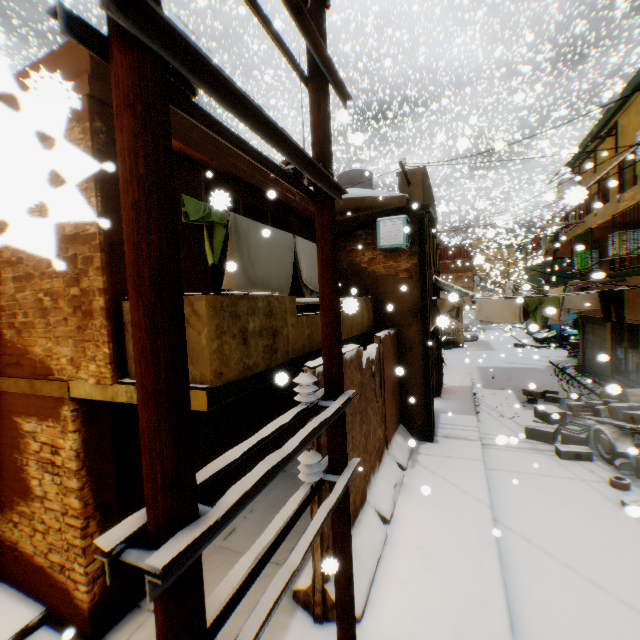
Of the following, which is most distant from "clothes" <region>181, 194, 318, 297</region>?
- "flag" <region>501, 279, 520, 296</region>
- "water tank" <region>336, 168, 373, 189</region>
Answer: "flag" <region>501, 279, 520, 296</region>

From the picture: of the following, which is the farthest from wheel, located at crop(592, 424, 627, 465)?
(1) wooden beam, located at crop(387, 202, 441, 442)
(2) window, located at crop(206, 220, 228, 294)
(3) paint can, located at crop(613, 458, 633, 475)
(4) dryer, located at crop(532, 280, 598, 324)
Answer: (2) window, located at crop(206, 220, 228, 294)

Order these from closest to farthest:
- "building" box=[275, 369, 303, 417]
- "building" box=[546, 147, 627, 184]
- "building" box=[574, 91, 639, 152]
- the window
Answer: "building" box=[275, 369, 303, 417] < the window < "building" box=[574, 91, 639, 152] < "building" box=[546, 147, 627, 184]

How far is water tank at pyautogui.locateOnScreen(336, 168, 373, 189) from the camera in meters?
13.7

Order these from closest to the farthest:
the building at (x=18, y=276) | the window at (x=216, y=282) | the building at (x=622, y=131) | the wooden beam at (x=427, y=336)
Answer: the building at (x=18, y=276)
the window at (x=216, y=282)
the wooden beam at (x=427, y=336)
the building at (x=622, y=131)

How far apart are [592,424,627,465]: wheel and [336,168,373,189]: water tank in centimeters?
1034cm

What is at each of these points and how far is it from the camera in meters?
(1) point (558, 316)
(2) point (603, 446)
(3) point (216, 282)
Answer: (1) dryer, 10.1
(2) wheel, 8.2
(3) window, 5.7

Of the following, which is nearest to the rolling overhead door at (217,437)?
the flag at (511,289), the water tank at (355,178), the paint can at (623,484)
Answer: the paint can at (623,484)
